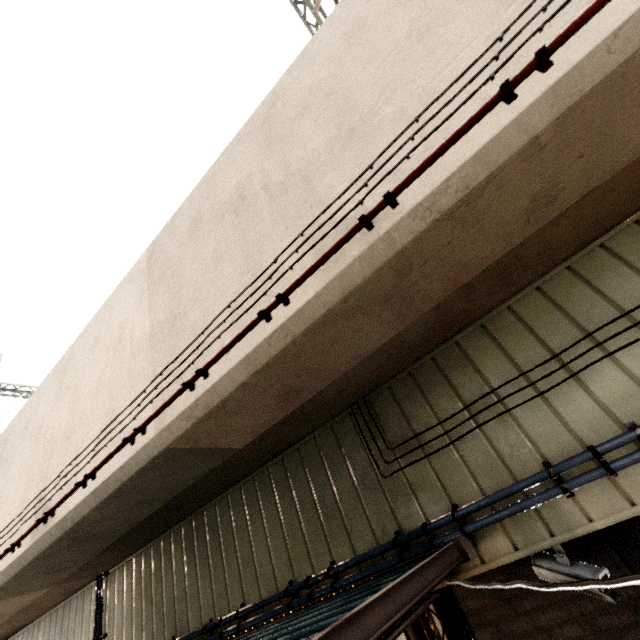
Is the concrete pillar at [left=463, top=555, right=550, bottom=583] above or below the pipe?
below

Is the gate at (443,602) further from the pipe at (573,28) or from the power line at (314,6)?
the power line at (314,6)

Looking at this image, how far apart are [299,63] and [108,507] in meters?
5.3 m

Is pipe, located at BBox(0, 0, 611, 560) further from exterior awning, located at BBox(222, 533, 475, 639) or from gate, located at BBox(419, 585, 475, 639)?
gate, located at BBox(419, 585, 475, 639)

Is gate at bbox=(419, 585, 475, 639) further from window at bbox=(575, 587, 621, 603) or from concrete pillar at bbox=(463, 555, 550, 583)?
window at bbox=(575, 587, 621, 603)

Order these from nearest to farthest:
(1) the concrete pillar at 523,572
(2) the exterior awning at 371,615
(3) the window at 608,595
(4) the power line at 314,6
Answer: (2) the exterior awning at 371,615, (3) the window at 608,595, (1) the concrete pillar at 523,572, (4) the power line at 314,6

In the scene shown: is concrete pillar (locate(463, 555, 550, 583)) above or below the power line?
below

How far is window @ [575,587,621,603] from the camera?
2.1m
